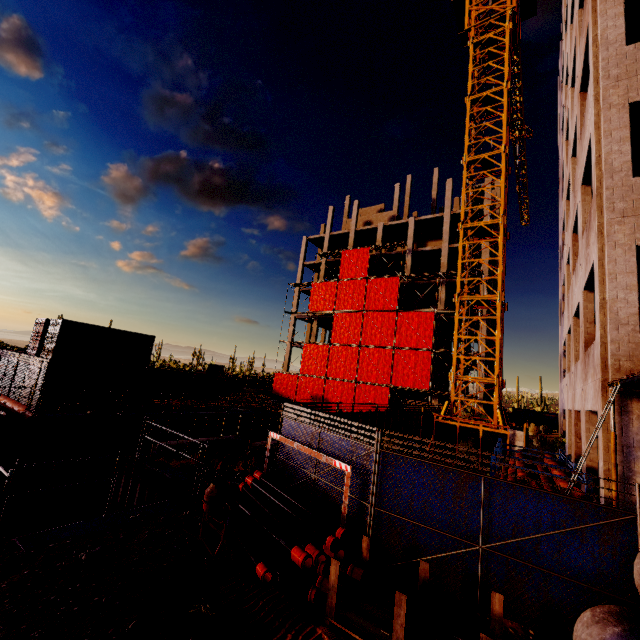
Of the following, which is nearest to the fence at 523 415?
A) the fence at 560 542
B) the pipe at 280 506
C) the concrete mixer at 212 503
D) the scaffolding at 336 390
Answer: the scaffolding at 336 390

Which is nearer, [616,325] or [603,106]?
[616,325]

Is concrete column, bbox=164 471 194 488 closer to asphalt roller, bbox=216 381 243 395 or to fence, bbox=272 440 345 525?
fence, bbox=272 440 345 525

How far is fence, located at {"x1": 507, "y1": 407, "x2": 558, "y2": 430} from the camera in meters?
29.9

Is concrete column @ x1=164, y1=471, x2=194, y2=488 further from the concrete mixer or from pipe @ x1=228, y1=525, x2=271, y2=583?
the concrete mixer

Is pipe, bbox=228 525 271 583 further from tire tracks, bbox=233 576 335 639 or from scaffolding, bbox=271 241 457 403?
scaffolding, bbox=271 241 457 403

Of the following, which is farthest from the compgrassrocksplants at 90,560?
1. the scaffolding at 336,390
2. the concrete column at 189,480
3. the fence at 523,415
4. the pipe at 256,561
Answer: the fence at 523,415

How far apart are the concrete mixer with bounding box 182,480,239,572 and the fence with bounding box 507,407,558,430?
33.12m
